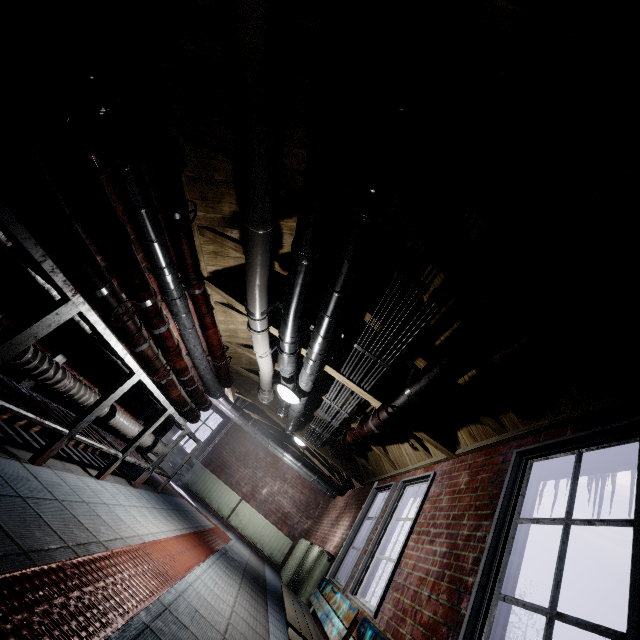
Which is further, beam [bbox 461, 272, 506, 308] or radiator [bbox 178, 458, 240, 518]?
radiator [bbox 178, 458, 240, 518]

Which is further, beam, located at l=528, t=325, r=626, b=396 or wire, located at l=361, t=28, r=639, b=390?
beam, located at l=528, t=325, r=626, b=396

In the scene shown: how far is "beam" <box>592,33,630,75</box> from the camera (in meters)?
1.00

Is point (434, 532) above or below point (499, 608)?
above

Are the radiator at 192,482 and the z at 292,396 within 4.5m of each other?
no

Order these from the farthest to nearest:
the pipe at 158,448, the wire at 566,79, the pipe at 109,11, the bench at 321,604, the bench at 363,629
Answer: the pipe at 158,448, the bench at 321,604, the bench at 363,629, the pipe at 109,11, the wire at 566,79

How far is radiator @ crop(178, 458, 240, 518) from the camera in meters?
7.9 m
